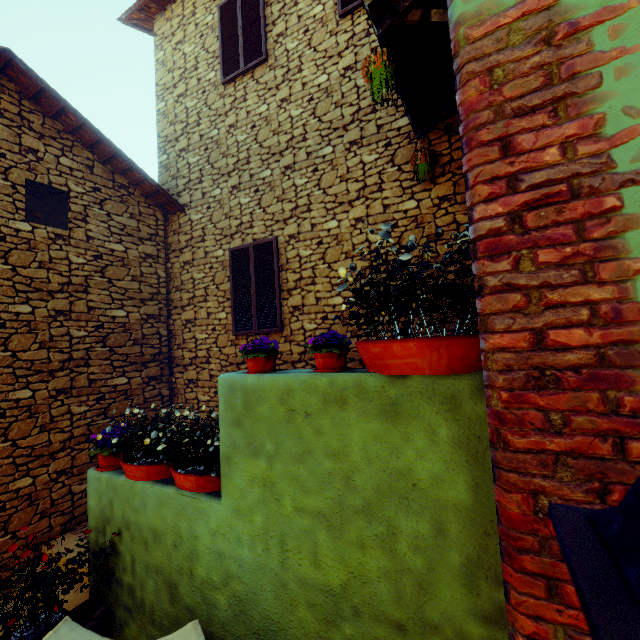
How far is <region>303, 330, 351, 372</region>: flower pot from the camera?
2.2 meters

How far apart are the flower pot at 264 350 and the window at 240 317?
2.81m

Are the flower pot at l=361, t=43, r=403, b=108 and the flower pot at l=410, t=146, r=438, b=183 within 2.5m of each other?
yes

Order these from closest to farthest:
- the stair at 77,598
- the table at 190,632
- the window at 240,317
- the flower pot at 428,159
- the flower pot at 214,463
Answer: the table at 190,632, the flower pot at 214,463, the stair at 77,598, the flower pot at 428,159, the window at 240,317

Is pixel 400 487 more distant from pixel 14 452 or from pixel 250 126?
pixel 250 126

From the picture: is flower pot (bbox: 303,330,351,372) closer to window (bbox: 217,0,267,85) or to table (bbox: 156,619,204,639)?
table (bbox: 156,619,204,639)

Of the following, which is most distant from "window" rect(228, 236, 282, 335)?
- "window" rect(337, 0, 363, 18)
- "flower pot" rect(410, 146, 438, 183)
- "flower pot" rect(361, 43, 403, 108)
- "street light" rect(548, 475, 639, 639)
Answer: "street light" rect(548, 475, 639, 639)

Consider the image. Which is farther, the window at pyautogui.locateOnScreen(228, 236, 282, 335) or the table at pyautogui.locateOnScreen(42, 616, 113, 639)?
the window at pyautogui.locateOnScreen(228, 236, 282, 335)
